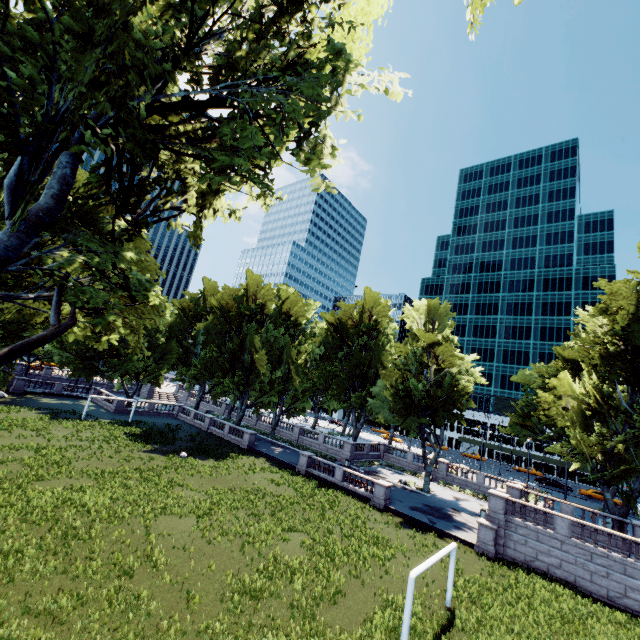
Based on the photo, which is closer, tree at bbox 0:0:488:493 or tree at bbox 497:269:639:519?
tree at bbox 0:0:488:493

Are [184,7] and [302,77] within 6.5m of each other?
yes

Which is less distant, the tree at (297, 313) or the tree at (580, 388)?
the tree at (297, 313)
